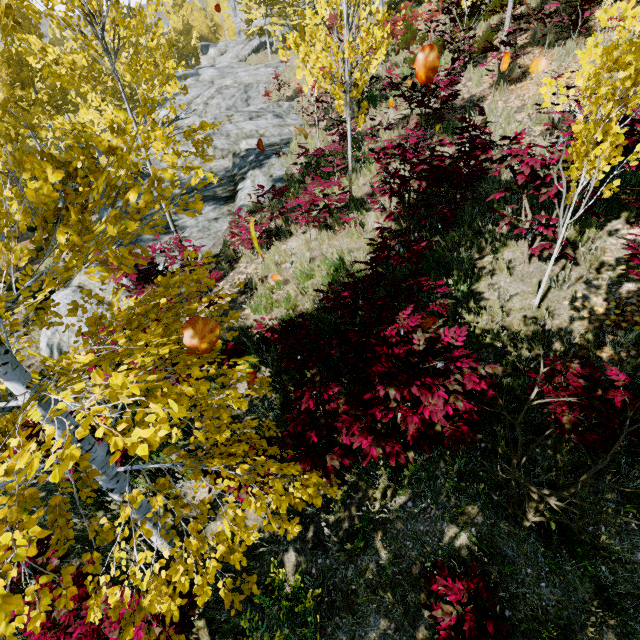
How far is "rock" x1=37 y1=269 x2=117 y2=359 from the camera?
6.99m

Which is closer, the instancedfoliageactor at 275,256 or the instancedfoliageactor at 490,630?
the instancedfoliageactor at 490,630

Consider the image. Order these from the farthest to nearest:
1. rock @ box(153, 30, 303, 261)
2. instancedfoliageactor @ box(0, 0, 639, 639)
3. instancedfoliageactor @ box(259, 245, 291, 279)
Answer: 1. rock @ box(153, 30, 303, 261)
2. instancedfoliageactor @ box(259, 245, 291, 279)
3. instancedfoliageactor @ box(0, 0, 639, 639)

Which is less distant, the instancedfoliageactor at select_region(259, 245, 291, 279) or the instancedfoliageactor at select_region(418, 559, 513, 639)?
the instancedfoliageactor at select_region(418, 559, 513, 639)

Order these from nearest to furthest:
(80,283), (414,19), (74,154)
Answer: (80,283) < (414,19) < (74,154)

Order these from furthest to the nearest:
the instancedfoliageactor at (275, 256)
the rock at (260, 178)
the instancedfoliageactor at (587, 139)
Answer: the rock at (260, 178)
the instancedfoliageactor at (275, 256)
the instancedfoliageactor at (587, 139)

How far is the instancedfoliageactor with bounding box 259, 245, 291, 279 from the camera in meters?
6.8
